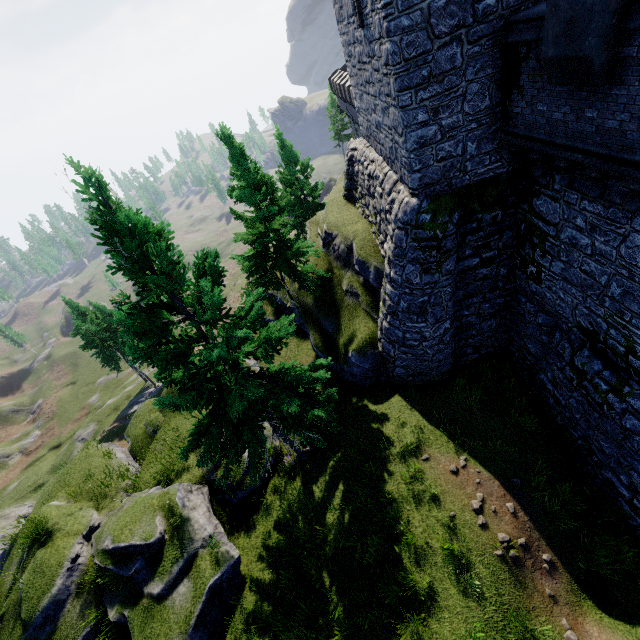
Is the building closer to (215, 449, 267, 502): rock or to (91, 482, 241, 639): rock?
(215, 449, 267, 502): rock

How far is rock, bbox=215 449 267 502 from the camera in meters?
13.7 m

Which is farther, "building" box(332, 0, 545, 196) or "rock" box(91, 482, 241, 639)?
"rock" box(91, 482, 241, 639)

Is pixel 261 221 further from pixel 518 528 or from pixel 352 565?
pixel 518 528

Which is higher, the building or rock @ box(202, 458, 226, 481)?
the building

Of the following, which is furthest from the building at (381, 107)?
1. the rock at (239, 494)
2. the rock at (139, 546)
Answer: the rock at (139, 546)
